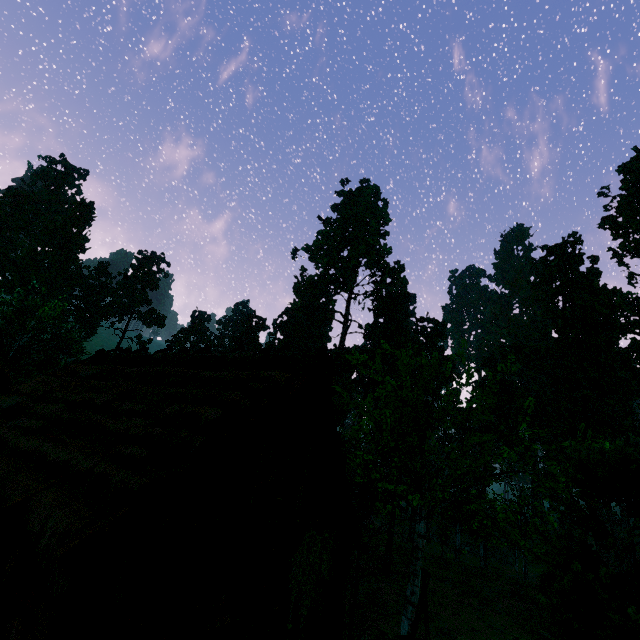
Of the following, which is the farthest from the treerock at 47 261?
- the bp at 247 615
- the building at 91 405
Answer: the bp at 247 615

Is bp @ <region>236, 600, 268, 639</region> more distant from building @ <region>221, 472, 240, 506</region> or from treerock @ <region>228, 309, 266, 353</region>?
treerock @ <region>228, 309, 266, 353</region>

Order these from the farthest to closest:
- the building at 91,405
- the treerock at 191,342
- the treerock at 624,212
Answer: the treerock at 191,342
the treerock at 624,212
the building at 91,405

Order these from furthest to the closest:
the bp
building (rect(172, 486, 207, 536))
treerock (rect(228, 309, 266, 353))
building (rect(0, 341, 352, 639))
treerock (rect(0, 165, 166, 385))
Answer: treerock (rect(228, 309, 266, 353)) < treerock (rect(0, 165, 166, 385)) < the bp < building (rect(172, 486, 207, 536)) < building (rect(0, 341, 352, 639))

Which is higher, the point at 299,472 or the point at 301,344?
the point at 301,344

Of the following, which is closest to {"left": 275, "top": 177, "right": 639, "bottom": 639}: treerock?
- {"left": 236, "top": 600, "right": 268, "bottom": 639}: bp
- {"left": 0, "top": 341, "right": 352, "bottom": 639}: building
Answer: {"left": 0, "top": 341, "right": 352, "bottom": 639}: building
